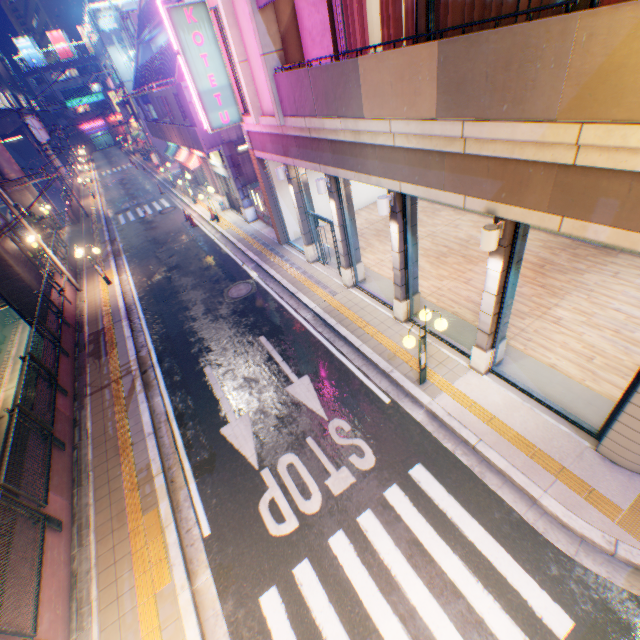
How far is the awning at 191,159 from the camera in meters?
23.3 m

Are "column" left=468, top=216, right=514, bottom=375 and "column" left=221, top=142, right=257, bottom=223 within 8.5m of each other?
no

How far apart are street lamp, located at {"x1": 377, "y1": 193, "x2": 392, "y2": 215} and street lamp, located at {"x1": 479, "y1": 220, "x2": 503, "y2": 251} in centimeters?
262cm

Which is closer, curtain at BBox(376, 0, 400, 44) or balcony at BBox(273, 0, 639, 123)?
balcony at BBox(273, 0, 639, 123)

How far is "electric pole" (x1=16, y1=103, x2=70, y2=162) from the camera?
23.6 meters

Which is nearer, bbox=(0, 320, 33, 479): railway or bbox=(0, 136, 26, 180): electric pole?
bbox=(0, 136, 26, 180): electric pole

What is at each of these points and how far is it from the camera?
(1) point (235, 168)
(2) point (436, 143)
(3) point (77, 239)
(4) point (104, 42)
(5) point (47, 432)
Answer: (1) column, 17.8 meters
(2) concrete block, 6.0 meters
(3) concrete curb, 24.1 meters
(4) concrete block, 33.1 meters
(5) metal fence, 8.1 meters

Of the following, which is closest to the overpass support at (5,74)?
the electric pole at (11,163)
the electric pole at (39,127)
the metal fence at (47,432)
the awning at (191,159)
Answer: the metal fence at (47,432)
